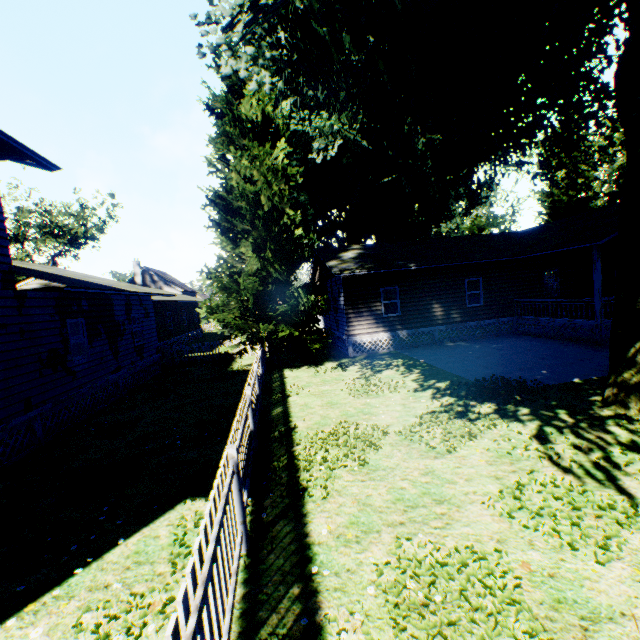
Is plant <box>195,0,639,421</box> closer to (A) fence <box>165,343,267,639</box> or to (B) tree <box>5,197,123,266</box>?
(A) fence <box>165,343,267,639</box>

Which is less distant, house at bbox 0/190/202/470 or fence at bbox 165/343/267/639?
fence at bbox 165/343/267/639

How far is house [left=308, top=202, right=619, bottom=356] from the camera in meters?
15.6 m

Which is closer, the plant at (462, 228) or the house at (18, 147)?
the house at (18, 147)

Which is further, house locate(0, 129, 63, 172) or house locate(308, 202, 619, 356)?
house locate(308, 202, 619, 356)

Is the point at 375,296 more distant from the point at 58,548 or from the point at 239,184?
the point at 58,548

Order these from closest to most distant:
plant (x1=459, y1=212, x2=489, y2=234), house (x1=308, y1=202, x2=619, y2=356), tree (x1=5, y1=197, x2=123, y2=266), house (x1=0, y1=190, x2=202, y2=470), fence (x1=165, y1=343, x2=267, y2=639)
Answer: fence (x1=165, y1=343, x2=267, y2=639) → house (x1=0, y1=190, x2=202, y2=470) → house (x1=308, y1=202, x2=619, y2=356) → tree (x1=5, y1=197, x2=123, y2=266) → plant (x1=459, y1=212, x2=489, y2=234)

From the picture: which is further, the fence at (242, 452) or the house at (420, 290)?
the house at (420, 290)
